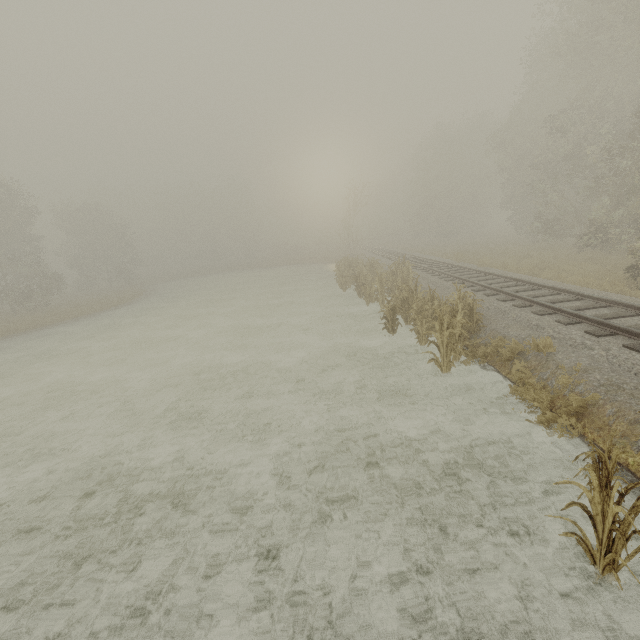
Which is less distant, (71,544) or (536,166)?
(71,544)

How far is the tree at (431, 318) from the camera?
8.14m

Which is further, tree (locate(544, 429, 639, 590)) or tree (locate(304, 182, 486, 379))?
tree (locate(304, 182, 486, 379))

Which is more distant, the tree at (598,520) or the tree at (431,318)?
the tree at (431,318)

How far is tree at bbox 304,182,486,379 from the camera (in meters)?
8.14
